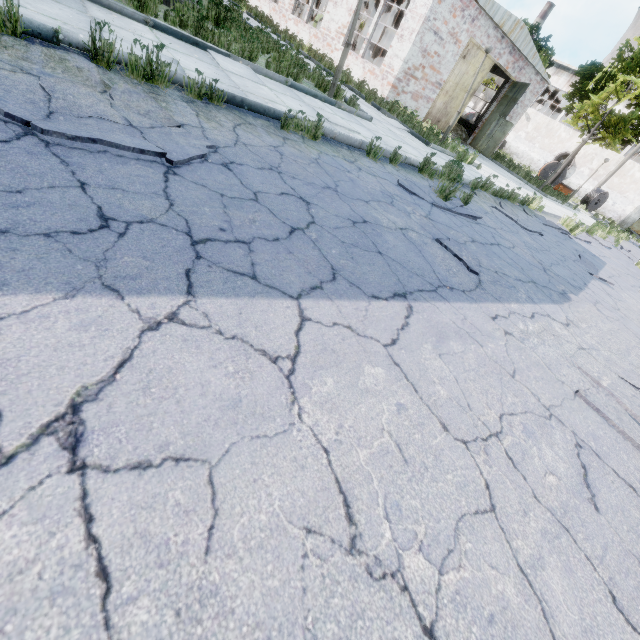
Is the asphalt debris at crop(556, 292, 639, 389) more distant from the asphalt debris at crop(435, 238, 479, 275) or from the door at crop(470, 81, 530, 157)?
the door at crop(470, 81, 530, 157)

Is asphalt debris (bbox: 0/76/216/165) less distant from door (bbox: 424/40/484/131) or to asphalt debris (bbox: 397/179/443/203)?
asphalt debris (bbox: 397/179/443/203)

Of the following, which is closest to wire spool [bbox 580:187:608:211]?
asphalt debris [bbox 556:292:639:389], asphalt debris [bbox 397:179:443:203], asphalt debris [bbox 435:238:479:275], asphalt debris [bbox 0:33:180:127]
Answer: asphalt debris [bbox 397:179:443:203]

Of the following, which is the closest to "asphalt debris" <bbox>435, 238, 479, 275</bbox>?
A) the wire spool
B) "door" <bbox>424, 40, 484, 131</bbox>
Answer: "door" <bbox>424, 40, 484, 131</bbox>

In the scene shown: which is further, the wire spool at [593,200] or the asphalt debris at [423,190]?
the wire spool at [593,200]

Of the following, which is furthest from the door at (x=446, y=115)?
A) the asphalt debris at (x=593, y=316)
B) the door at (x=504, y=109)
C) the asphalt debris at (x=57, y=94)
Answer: the asphalt debris at (x=57, y=94)

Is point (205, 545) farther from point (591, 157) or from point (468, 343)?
point (591, 157)

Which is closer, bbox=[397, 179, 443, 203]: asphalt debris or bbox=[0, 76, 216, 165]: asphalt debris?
bbox=[0, 76, 216, 165]: asphalt debris
